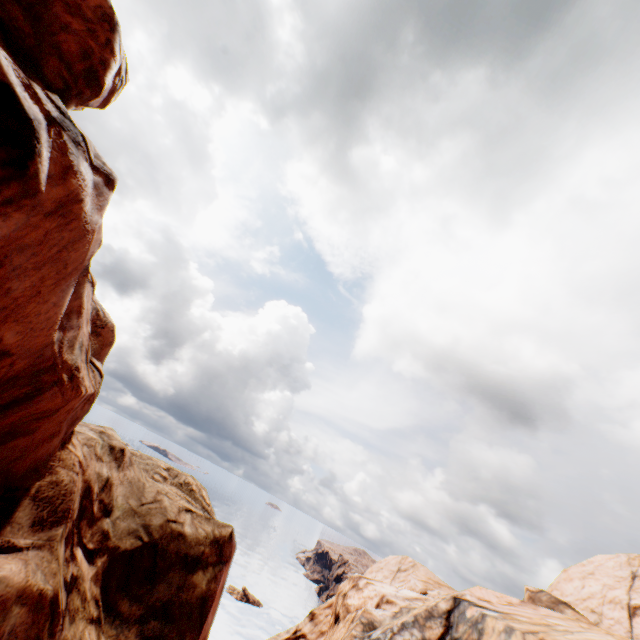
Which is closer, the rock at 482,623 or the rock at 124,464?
the rock at 124,464

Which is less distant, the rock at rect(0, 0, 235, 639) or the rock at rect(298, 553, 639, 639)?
the rock at rect(0, 0, 235, 639)

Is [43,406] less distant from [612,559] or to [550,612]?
[550,612]
